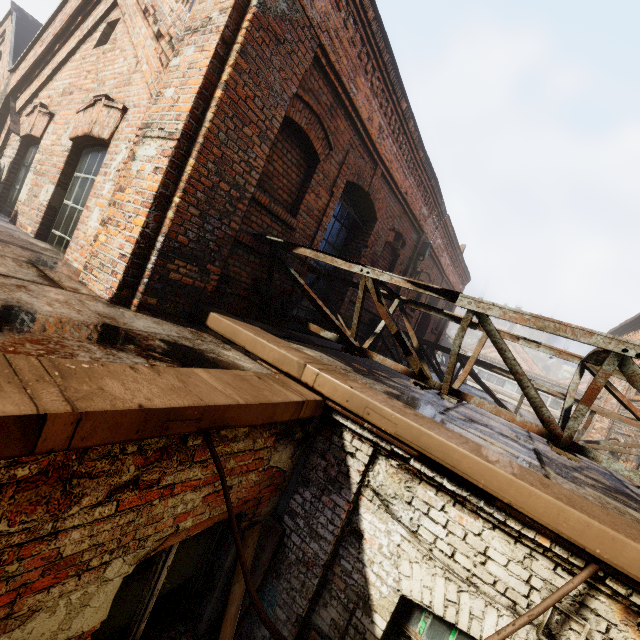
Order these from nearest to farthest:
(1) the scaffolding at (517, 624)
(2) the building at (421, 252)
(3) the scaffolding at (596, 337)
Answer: (1) the scaffolding at (517, 624) < (3) the scaffolding at (596, 337) < (2) the building at (421, 252)

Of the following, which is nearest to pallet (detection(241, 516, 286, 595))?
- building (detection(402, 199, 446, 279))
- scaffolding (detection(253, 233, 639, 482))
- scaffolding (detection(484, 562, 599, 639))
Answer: scaffolding (detection(484, 562, 599, 639))

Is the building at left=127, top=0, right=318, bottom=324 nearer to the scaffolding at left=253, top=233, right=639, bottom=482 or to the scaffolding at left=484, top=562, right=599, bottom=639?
the scaffolding at left=253, top=233, right=639, bottom=482

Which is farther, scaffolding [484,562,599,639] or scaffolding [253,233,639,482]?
scaffolding [253,233,639,482]

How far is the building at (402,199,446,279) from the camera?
8.6 meters

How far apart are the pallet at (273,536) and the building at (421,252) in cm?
608

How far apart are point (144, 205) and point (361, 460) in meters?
3.2 m

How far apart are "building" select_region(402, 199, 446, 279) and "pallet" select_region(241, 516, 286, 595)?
6.1 meters
